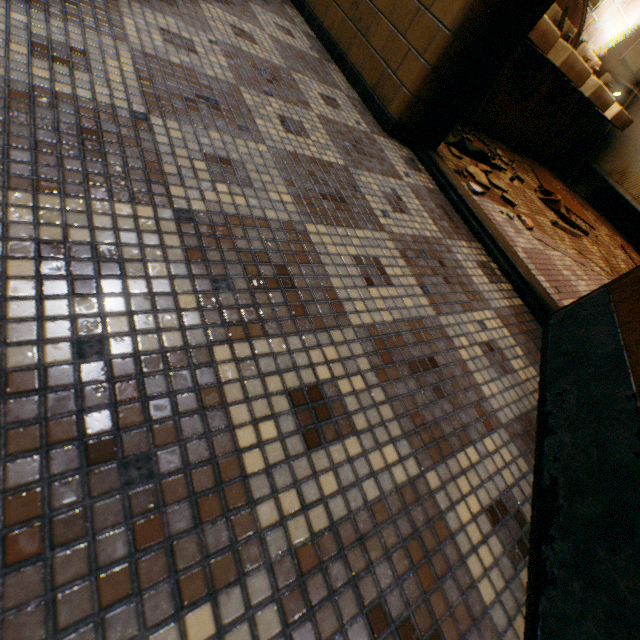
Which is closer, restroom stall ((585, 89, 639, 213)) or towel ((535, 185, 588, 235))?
towel ((535, 185, 588, 235))

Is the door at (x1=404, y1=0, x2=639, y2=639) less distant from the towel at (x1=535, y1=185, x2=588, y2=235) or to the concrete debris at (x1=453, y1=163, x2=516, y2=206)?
the concrete debris at (x1=453, y1=163, x2=516, y2=206)

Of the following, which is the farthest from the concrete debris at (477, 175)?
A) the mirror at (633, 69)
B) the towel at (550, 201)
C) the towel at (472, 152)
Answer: the mirror at (633, 69)

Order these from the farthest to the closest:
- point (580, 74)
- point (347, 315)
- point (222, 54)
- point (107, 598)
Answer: point (580, 74), point (222, 54), point (347, 315), point (107, 598)

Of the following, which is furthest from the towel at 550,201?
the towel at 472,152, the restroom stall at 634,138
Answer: the restroom stall at 634,138

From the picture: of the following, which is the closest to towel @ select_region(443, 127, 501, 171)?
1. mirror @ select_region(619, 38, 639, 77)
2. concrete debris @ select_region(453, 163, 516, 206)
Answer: concrete debris @ select_region(453, 163, 516, 206)

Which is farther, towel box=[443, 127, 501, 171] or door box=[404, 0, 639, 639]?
towel box=[443, 127, 501, 171]

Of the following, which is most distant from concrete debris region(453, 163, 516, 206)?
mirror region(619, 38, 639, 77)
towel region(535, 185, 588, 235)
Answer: mirror region(619, 38, 639, 77)
